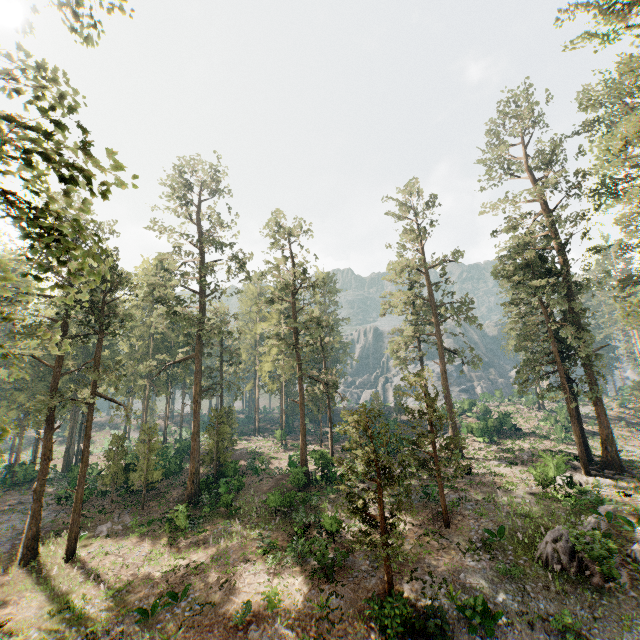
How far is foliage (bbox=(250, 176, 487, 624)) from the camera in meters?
15.9

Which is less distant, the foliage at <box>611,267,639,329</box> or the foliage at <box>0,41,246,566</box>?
the foliage at <box>0,41,246,566</box>

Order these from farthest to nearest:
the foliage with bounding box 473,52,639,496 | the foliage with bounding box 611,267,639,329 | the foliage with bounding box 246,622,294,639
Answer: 1. the foliage with bounding box 473,52,639,496
2. the foliage with bounding box 611,267,639,329
3. the foliage with bounding box 246,622,294,639

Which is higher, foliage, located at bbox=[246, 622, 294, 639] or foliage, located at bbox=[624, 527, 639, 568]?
foliage, located at bbox=[624, 527, 639, 568]

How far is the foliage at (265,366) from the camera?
15.94m

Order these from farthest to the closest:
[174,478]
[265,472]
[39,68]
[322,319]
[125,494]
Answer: [322,319], [265,472], [174,478], [125,494], [39,68]

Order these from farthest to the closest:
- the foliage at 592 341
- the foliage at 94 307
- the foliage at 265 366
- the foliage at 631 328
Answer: the foliage at 592 341
the foliage at 631 328
the foliage at 265 366
the foliage at 94 307
